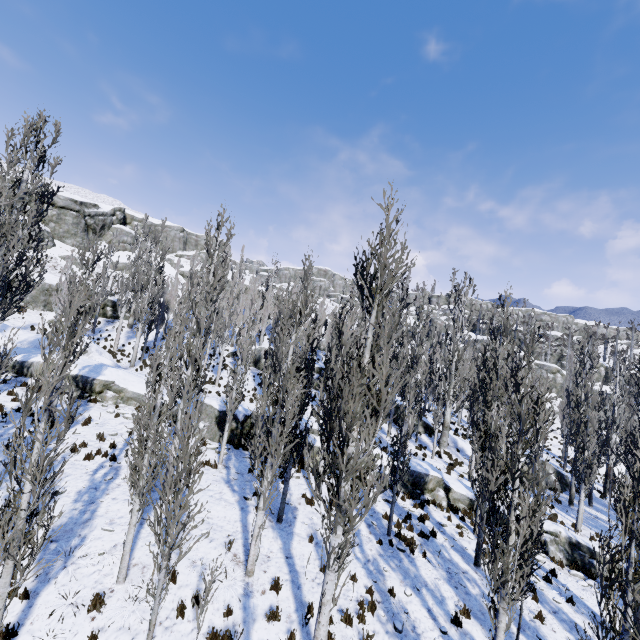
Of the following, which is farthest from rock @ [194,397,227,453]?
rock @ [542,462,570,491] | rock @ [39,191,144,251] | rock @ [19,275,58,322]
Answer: rock @ [542,462,570,491]

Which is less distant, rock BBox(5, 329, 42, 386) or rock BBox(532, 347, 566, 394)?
rock BBox(5, 329, 42, 386)

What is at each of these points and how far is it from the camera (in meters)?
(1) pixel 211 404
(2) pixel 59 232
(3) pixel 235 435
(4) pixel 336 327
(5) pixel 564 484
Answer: (1) rock, 17.75
(2) rock, 44.72
(3) rock, 17.09
(4) instancedfoliageactor, 8.12
(5) rock, 25.64

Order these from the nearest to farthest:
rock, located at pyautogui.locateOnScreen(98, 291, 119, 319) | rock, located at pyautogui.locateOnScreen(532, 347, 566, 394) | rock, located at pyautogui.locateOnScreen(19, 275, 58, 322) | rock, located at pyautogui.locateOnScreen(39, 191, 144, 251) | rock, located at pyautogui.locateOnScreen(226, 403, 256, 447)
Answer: rock, located at pyautogui.locateOnScreen(226, 403, 256, 447) < rock, located at pyautogui.locateOnScreen(19, 275, 58, 322) < rock, located at pyautogui.locateOnScreen(98, 291, 119, 319) < rock, located at pyautogui.locateOnScreen(39, 191, 144, 251) < rock, located at pyautogui.locateOnScreen(532, 347, 566, 394)

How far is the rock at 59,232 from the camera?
44.1m

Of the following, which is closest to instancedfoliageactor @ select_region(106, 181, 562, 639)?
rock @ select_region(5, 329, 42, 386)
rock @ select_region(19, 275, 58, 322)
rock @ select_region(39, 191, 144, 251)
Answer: rock @ select_region(5, 329, 42, 386)

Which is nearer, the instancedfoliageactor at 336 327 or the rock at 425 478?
the instancedfoliageactor at 336 327

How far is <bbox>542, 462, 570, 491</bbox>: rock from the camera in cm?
2458
